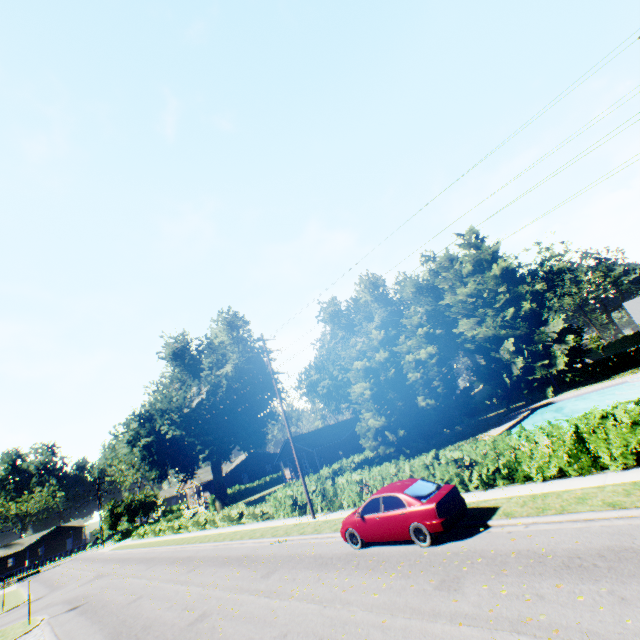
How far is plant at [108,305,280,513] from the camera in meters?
34.6

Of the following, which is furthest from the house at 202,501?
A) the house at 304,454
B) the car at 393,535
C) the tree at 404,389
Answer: the car at 393,535

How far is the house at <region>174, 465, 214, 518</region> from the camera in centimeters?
5047cm

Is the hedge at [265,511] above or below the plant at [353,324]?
below

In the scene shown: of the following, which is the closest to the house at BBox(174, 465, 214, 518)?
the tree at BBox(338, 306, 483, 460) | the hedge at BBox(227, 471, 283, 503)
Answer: the hedge at BBox(227, 471, 283, 503)

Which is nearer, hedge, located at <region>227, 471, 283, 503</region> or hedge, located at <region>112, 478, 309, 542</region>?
hedge, located at <region>112, 478, 309, 542</region>

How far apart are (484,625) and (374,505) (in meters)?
5.78

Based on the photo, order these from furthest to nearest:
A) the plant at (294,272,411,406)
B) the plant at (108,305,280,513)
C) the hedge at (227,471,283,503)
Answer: the hedge at (227,471,283,503) < the plant at (294,272,411,406) < the plant at (108,305,280,513)
